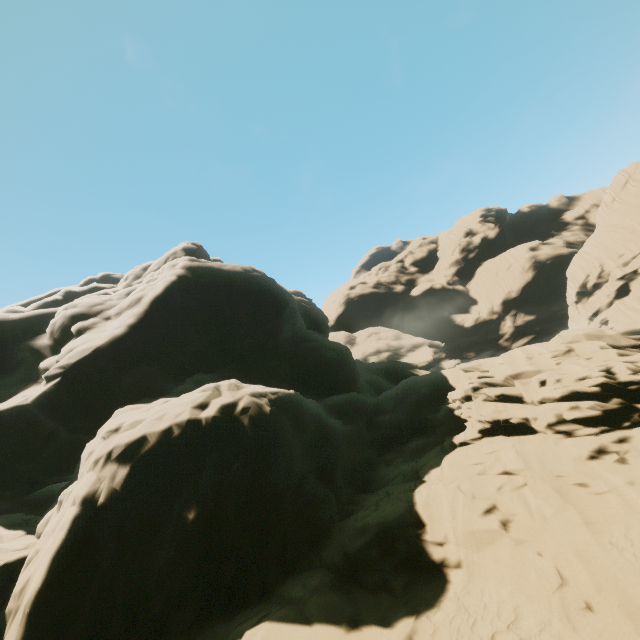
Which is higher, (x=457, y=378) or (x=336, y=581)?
(x=457, y=378)
